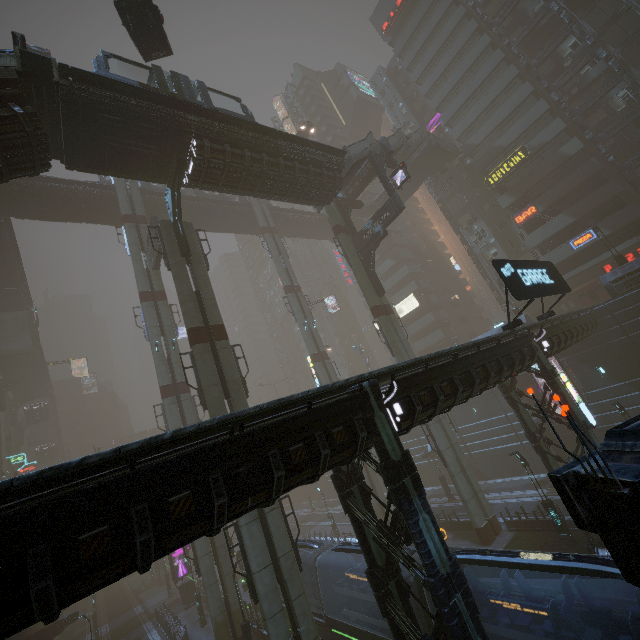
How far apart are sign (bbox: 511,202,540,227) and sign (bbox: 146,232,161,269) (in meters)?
38.70

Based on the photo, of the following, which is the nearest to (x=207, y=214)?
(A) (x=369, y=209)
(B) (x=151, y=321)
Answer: (B) (x=151, y=321)

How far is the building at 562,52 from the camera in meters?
34.8 m

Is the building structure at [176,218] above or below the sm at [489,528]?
above

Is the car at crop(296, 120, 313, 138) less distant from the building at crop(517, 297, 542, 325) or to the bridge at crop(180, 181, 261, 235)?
the building at crop(517, 297, 542, 325)

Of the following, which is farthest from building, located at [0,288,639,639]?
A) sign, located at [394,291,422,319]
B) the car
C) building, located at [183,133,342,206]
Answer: building, located at [183,133,342,206]

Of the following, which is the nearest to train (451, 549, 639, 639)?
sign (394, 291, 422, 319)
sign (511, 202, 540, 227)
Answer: sign (394, 291, 422, 319)

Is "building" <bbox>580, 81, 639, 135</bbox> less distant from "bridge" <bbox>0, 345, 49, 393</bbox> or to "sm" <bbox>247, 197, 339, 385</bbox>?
"sm" <bbox>247, 197, 339, 385</bbox>
